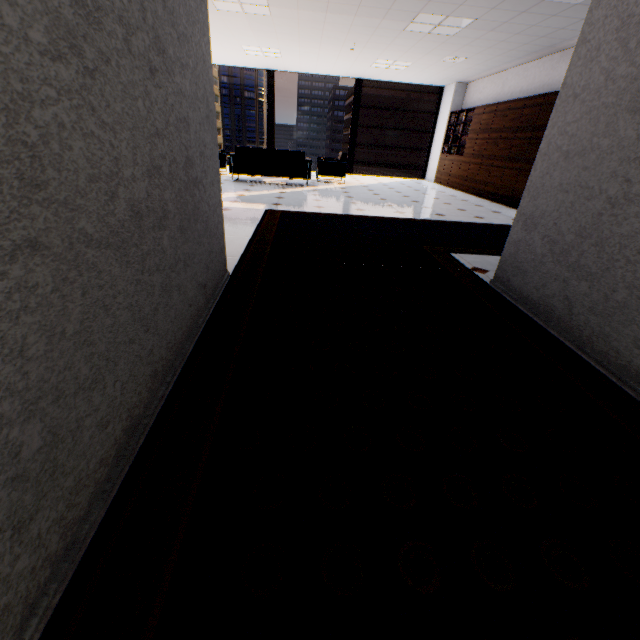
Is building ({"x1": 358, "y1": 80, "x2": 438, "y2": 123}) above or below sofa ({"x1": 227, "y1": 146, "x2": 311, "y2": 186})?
above

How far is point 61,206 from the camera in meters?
0.8

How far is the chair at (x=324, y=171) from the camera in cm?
900

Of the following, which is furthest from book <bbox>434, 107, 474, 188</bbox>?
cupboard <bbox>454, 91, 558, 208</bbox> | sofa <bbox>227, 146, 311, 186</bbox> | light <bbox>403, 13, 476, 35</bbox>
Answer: sofa <bbox>227, 146, 311, 186</bbox>

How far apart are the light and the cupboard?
2.17m

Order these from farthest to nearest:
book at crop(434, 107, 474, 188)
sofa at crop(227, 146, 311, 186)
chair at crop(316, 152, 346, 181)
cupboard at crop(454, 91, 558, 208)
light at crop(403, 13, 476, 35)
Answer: book at crop(434, 107, 474, 188)
chair at crop(316, 152, 346, 181)
sofa at crop(227, 146, 311, 186)
cupboard at crop(454, 91, 558, 208)
light at crop(403, 13, 476, 35)

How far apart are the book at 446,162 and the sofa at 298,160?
4.7 meters

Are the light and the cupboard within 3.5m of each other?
yes
